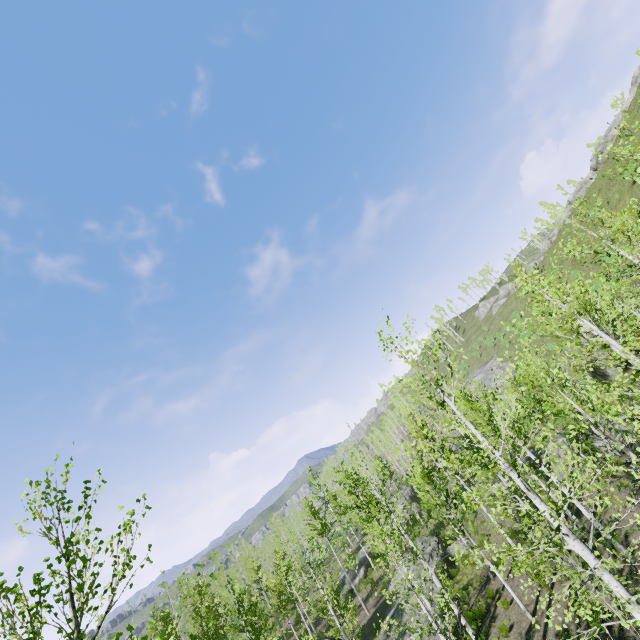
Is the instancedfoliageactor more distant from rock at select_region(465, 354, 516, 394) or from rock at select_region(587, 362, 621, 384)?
rock at select_region(587, 362, 621, 384)

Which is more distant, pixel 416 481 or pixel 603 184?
pixel 603 184

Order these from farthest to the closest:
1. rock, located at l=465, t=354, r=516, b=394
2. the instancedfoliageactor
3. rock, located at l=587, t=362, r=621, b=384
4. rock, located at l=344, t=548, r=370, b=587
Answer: rock, located at l=465, t=354, r=516, b=394, rock, located at l=344, t=548, r=370, b=587, rock, located at l=587, t=362, r=621, b=384, the instancedfoliageactor

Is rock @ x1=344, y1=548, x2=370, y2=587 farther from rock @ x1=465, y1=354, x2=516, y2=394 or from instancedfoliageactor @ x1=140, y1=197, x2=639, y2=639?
rock @ x1=465, y1=354, x2=516, y2=394

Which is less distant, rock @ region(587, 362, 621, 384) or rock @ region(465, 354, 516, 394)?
rock @ region(587, 362, 621, 384)

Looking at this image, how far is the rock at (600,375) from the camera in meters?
25.7

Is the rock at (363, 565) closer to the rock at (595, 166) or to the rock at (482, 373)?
the rock at (482, 373)

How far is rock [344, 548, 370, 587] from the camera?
34.41m
